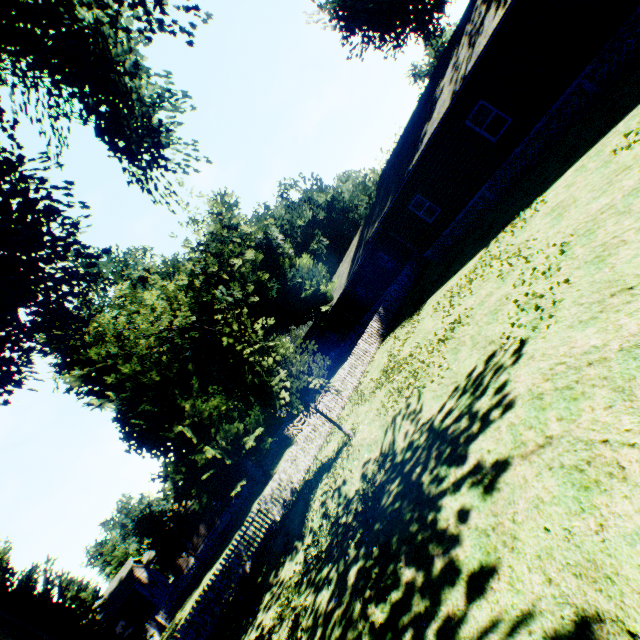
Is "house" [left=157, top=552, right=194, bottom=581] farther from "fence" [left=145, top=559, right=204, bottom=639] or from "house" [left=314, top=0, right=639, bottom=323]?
"house" [left=314, top=0, right=639, bottom=323]

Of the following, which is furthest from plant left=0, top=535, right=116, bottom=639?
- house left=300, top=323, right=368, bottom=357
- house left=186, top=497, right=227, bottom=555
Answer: house left=186, top=497, right=227, bottom=555

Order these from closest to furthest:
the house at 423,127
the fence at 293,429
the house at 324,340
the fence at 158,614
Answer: the house at 423,127
the fence at 293,429
the fence at 158,614
the house at 324,340

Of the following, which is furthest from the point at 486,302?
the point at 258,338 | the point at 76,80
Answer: the point at 76,80

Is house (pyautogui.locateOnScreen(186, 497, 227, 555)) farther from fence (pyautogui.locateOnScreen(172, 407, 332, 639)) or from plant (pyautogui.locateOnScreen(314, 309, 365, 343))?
plant (pyautogui.locateOnScreen(314, 309, 365, 343))

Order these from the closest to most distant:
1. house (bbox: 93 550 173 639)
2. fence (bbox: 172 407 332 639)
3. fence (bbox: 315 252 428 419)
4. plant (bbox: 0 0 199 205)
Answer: plant (bbox: 0 0 199 205), fence (bbox: 172 407 332 639), fence (bbox: 315 252 428 419), house (bbox: 93 550 173 639)

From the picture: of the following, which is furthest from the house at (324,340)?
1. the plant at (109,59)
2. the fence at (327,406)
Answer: the fence at (327,406)
